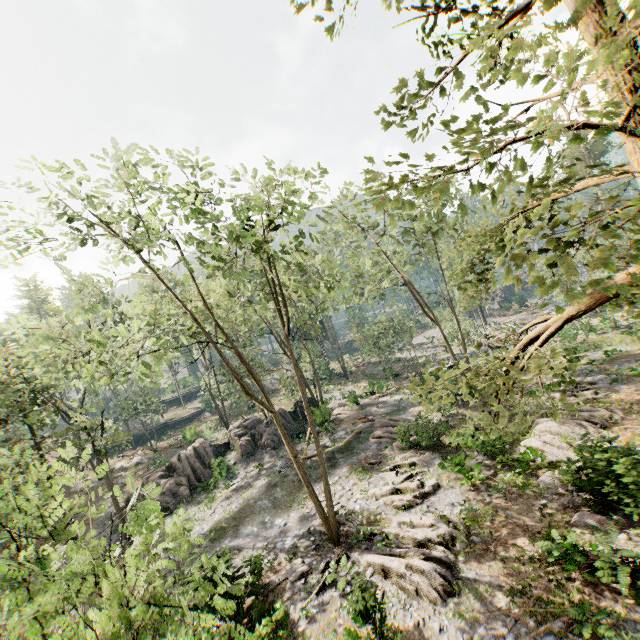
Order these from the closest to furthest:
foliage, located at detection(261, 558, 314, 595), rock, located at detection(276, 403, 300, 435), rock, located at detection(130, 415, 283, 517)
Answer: foliage, located at detection(261, 558, 314, 595), rock, located at detection(130, 415, 283, 517), rock, located at detection(276, 403, 300, 435)

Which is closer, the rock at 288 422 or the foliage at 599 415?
the foliage at 599 415

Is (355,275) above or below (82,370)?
below

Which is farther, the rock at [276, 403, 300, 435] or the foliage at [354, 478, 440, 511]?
the rock at [276, 403, 300, 435]

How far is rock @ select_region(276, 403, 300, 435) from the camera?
31.6m

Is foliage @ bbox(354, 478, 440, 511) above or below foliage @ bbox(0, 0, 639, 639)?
below

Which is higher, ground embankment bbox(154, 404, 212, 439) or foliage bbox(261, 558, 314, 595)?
ground embankment bbox(154, 404, 212, 439)

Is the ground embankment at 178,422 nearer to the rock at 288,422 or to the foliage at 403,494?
the foliage at 403,494
